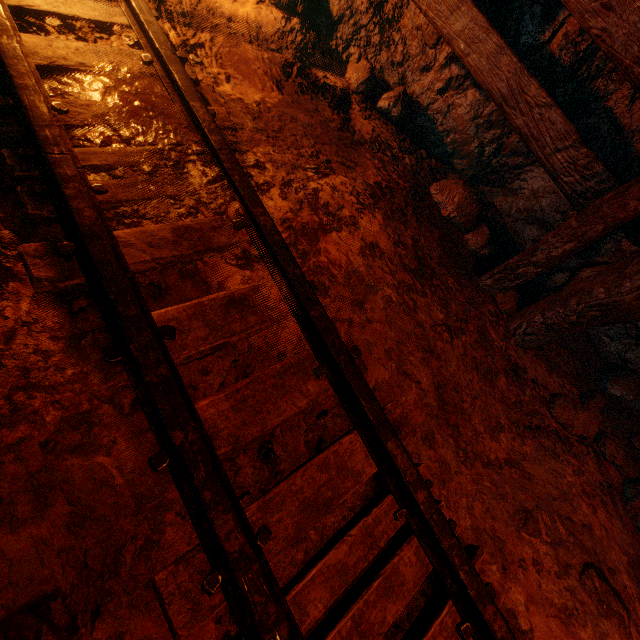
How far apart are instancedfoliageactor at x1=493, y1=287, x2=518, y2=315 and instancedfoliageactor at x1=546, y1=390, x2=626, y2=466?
0.7m

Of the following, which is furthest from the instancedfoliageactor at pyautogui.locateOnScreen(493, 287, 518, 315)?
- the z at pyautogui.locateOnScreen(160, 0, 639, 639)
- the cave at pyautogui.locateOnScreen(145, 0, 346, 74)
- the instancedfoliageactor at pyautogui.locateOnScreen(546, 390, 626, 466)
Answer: the cave at pyautogui.locateOnScreen(145, 0, 346, 74)

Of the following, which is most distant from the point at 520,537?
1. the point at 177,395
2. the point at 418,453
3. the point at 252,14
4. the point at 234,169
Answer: the point at 252,14

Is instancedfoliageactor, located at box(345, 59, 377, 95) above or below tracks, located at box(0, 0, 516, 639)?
above

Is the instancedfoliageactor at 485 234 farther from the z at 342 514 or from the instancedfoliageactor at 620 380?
the instancedfoliageactor at 620 380

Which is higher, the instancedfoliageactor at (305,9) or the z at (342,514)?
the instancedfoliageactor at (305,9)

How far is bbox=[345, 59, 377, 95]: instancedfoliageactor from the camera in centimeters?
277cm

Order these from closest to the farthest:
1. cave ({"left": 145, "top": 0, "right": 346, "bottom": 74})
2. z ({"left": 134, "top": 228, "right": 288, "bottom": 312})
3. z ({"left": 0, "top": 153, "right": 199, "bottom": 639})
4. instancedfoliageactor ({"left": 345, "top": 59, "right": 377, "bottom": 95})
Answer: z ({"left": 0, "top": 153, "right": 199, "bottom": 639})
z ({"left": 134, "top": 228, "right": 288, "bottom": 312})
cave ({"left": 145, "top": 0, "right": 346, "bottom": 74})
instancedfoliageactor ({"left": 345, "top": 59, "right": 377, "bottom": 95})
